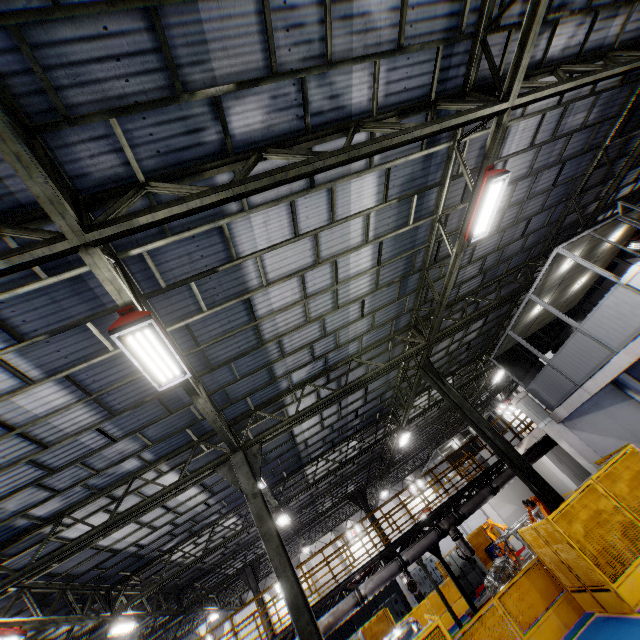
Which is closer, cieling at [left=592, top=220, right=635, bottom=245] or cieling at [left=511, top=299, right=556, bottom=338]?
cieling at [left=592, top=220, right=635, bottom=245]

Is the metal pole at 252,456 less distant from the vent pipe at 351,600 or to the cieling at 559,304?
the vent pipe at 351,600

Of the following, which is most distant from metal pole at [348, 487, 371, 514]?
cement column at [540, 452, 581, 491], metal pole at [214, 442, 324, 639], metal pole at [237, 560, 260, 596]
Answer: metal pole at [214, 442, 324, 639]

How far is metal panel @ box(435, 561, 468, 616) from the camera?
17.36m

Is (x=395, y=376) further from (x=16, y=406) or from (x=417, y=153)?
(x=16, y=406)

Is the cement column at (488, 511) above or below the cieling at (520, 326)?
below

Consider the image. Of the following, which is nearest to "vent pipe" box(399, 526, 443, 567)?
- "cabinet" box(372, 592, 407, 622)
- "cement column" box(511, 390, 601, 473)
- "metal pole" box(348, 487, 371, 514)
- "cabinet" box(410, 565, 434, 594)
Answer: "cement column" box(511, 390, 601, 473)

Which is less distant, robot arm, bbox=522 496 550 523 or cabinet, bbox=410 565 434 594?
robot arm, bbox=522 496 550 523
